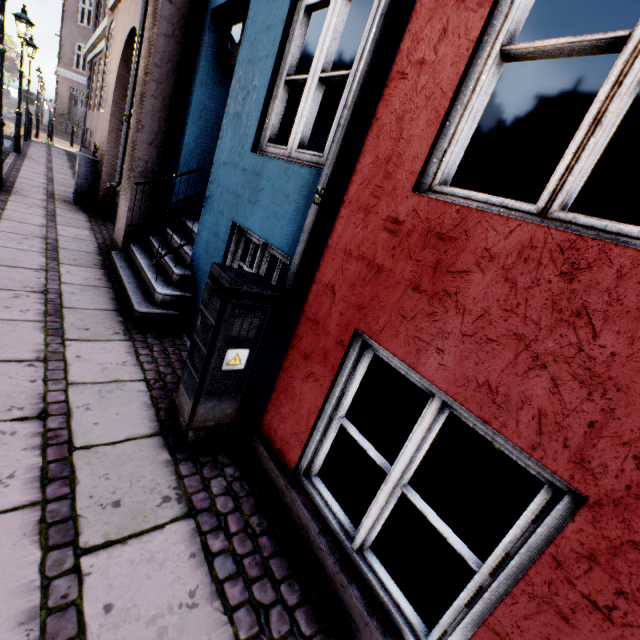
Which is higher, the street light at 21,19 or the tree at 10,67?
the tree at 10,67

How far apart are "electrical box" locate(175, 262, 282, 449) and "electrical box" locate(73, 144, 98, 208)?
7.18m

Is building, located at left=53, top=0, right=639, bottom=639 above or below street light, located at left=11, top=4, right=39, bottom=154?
below

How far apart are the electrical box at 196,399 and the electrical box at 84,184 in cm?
718

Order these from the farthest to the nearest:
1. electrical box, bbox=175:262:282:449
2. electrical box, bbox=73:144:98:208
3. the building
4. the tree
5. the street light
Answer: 1. the tree
2. the street light
3. electrical box, bbox=73:144:98:208
4. electrical box, bbox=175:262:282:449
5. the building

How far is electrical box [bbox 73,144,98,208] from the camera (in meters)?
6.89

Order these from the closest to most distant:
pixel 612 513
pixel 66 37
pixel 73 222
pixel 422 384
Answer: pixel 612 513 → pixel 422 384 → pixel 73 222 → pixel 66 37

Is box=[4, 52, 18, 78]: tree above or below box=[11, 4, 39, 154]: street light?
above
